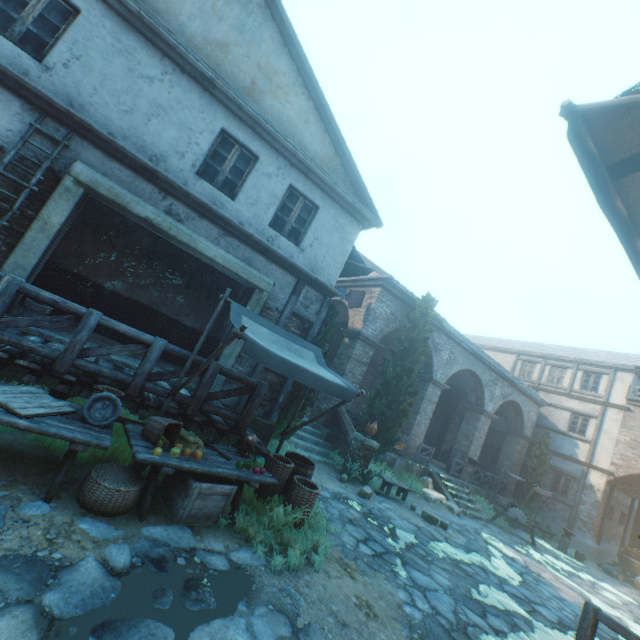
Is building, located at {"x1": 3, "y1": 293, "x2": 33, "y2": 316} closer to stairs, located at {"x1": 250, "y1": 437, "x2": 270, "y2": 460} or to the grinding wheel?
stairs, located at {"x1": 250, "y1": 437, "x2": 270, "y2": 460}

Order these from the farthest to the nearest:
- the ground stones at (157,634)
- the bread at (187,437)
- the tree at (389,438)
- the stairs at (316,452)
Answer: Result: the tree at (389,438) → the stairs at (316,452) → the bread at (187,437) → the ground stones at (157,634)

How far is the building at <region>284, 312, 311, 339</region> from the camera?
8.72m

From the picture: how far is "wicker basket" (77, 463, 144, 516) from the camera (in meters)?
3.67

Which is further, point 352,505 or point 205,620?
point 352,505

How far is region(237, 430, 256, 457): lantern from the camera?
5.5m

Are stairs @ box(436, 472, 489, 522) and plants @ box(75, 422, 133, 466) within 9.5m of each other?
no

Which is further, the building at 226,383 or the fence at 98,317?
the building at 226,383
